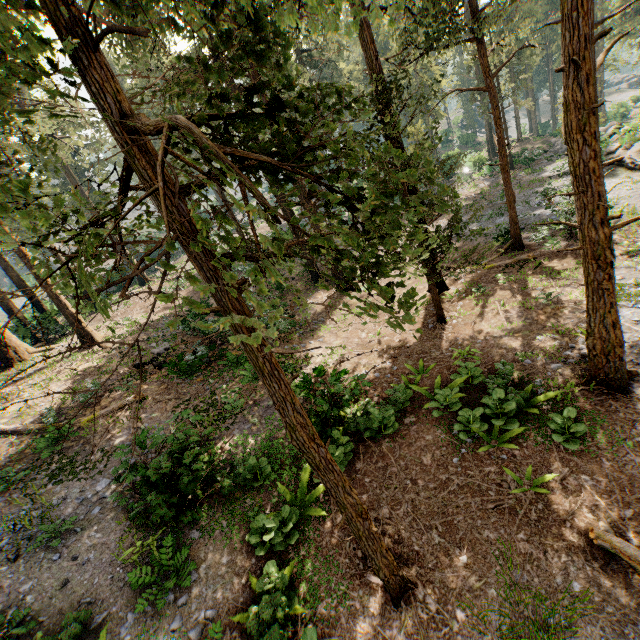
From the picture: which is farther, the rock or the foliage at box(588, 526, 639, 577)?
the rock

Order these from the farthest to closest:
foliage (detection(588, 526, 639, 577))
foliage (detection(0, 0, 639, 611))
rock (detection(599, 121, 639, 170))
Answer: rock (detection(599, 121, 639, 170))
foliage (detection(588, 526, 639, 577))
foliage (detection(0, 0, 639, 611))

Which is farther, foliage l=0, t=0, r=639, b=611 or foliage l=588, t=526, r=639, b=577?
foliage l=588, t=526, r=639, b=577

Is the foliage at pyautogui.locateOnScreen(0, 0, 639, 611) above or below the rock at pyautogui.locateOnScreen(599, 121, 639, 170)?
above

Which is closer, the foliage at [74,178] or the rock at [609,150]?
the foliage at [74,178]

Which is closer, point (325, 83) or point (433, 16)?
point (325, 83)

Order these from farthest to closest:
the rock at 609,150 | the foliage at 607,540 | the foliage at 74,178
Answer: the rock at 609,150
the foliage at 607,540
the foliage at 74,178
